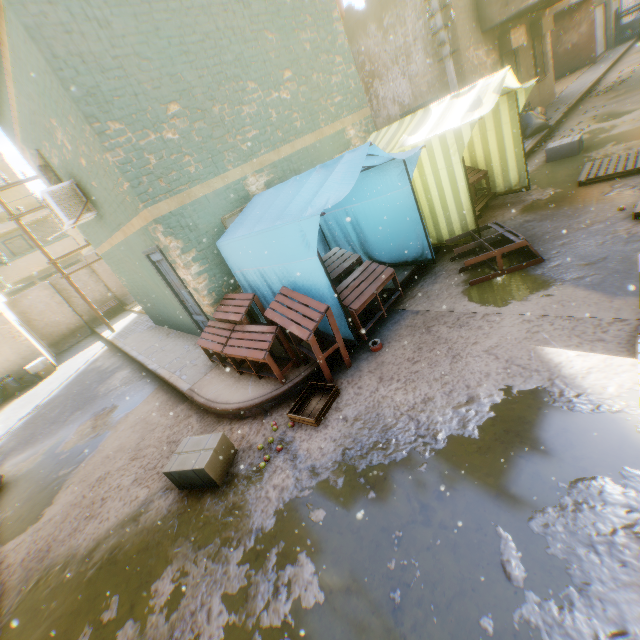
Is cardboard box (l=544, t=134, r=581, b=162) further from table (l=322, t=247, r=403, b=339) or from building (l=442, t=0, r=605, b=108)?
table (l=322, t=247, r=403, b=339)

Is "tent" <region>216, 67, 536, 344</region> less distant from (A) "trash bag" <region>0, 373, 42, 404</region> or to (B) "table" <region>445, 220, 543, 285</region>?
(B) "table" <region>445, 220, 543, 285</region>

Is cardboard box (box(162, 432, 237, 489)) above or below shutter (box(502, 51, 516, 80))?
below

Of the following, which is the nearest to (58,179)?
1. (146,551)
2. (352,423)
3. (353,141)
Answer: (353,141)

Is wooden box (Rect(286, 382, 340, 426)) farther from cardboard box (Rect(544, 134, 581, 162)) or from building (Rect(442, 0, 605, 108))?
cardboard box (Rect(544, 134, 581, 162))

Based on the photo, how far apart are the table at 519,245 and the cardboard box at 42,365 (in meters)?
16.03

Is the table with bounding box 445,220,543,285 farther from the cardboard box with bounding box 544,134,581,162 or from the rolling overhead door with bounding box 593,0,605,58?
the rolling overhead door with bounding box 593,0,605,58

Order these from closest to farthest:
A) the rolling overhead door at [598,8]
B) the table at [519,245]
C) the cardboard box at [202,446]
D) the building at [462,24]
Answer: the cardboard box at [202,446] < the table at [519,245] < the building at [462,24] < the rolling overhead door at [598,8]
